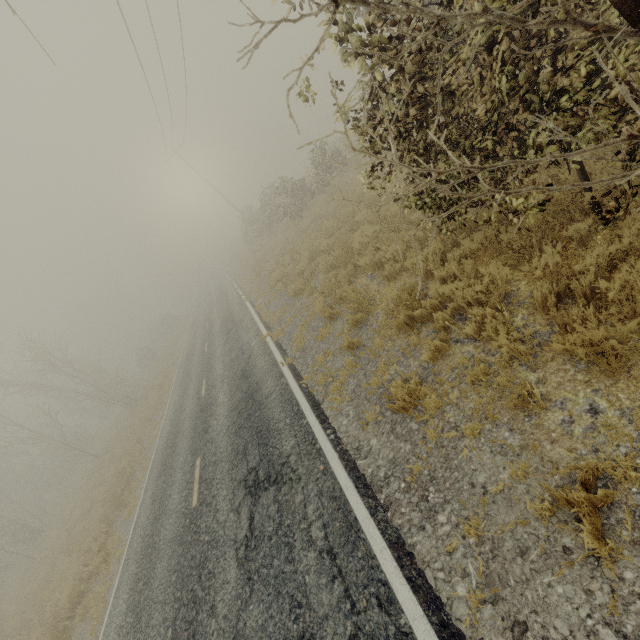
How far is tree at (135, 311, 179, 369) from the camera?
43.5m

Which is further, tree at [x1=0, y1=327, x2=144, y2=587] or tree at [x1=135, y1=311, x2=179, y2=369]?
tree at [x1=135, y1=311, x2=179, y2=369]

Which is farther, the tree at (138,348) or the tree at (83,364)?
the tree at (138,348)

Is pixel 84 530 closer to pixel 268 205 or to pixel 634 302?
pixel 634 302

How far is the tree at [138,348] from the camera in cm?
4353
